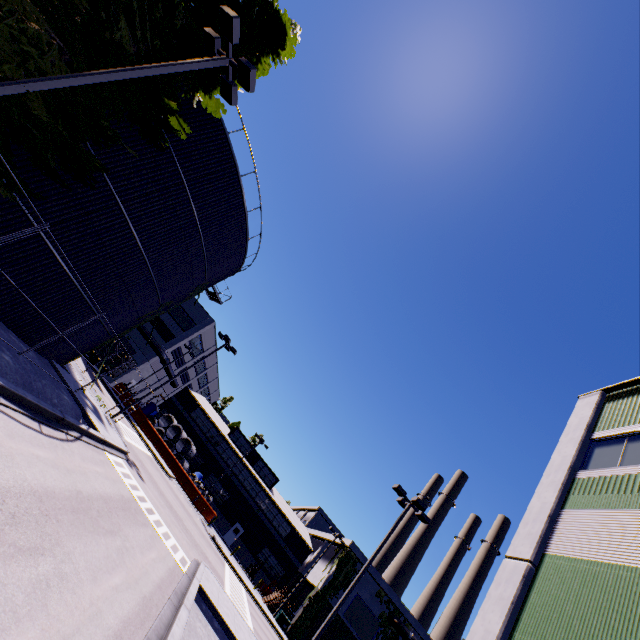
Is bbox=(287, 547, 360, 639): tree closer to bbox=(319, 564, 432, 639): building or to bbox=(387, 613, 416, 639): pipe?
bbox=(319, 564, 432, 639): building

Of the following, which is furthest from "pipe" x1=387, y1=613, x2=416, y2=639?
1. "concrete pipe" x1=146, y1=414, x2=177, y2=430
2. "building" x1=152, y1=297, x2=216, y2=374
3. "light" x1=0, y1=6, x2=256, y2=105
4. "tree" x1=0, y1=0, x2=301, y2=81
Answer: "light" x1=0, y1=6, x2=256, y2=105

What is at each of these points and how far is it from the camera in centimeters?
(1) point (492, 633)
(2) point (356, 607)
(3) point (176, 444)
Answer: (1) building, 780cm
(2) building, 3506cm
(3) concrete pipe stack, 4012cm

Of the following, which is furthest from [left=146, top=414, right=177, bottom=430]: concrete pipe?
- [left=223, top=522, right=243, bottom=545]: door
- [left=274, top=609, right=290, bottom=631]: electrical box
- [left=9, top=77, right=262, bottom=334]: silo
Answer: [left=274, top=609, right=290, bottom=631]: electrical box

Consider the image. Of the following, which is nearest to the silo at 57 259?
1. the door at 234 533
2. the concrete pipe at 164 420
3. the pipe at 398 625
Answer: the concrete pipe at 164 420

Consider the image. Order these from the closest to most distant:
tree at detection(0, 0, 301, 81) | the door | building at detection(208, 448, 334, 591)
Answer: tree at detection(0, 0, 301, 81) → building at detection(208, 448, 334, 591) → the door

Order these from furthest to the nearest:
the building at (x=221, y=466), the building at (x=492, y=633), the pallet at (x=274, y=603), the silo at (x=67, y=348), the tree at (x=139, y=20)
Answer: the building at (x=221, y=466) < the pallet at (x=274, y=603) < the silo at (x=67, y=348) < the tree at (x=139, y=20) < the building at (x=492, y=633)

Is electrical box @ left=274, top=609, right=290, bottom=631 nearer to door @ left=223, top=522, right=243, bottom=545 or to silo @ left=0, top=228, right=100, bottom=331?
silo @ left=0, top=228, right=100, bottom=331
